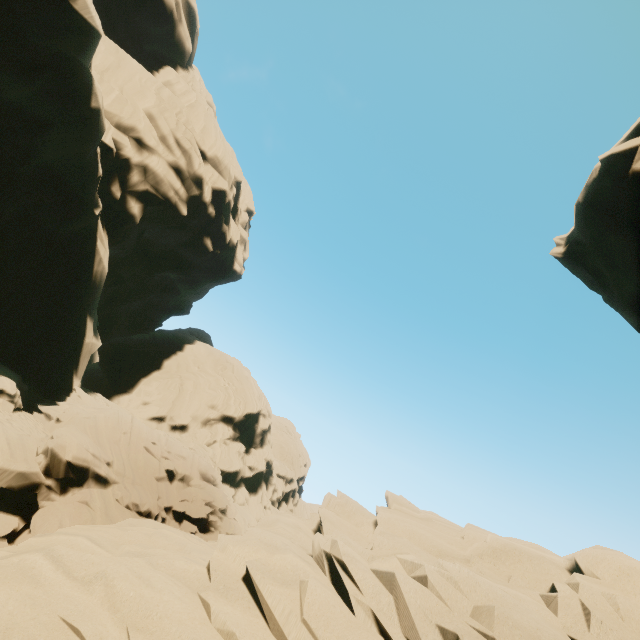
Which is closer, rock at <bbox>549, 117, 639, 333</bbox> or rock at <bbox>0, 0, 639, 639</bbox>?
rock at <bbox>0, 0, 639, 639</bbox>

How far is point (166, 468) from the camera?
18.86m

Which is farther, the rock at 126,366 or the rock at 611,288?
the rock at 611,288
